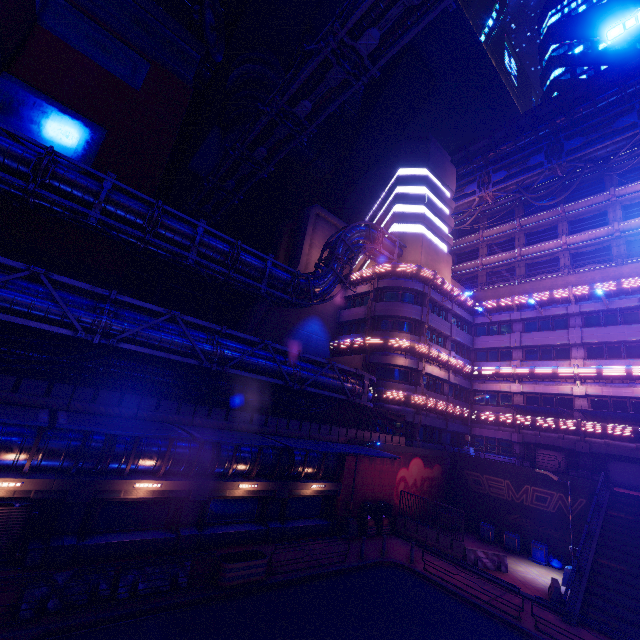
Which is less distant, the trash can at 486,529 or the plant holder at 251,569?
the plant holder at 251,569

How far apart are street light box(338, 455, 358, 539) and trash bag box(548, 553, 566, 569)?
13.4 meters

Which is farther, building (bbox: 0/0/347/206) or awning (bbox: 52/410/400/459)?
building (bbox: 0/0/347/206)

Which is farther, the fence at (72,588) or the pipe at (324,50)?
the pipe at (324,50)

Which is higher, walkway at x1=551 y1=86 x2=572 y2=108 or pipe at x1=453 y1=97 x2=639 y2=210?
walkway at x1=551 y1=86 x2=572 y2=108

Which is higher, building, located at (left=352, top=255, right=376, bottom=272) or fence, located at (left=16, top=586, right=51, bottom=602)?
building, located at (left=352, top=255, right=376, bottom=272)

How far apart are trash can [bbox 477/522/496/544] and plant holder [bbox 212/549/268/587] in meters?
19.2 m

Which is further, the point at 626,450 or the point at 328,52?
the point at 626,450
